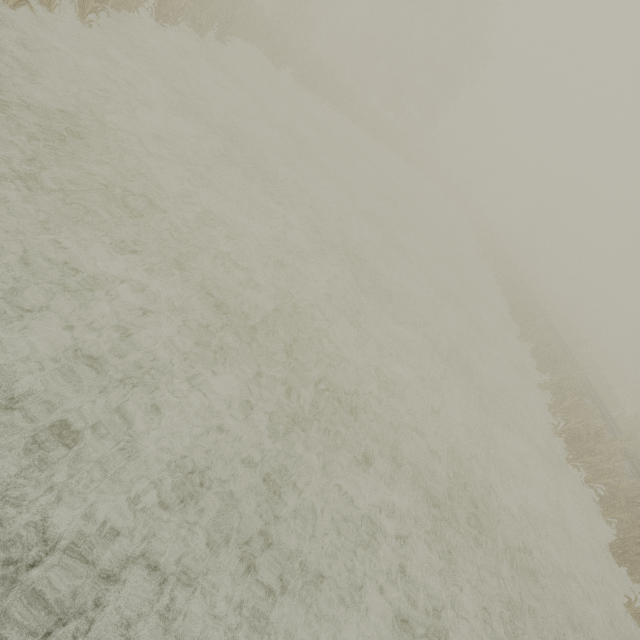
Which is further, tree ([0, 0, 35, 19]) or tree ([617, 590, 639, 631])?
tree ([617, 590, 639, 631])

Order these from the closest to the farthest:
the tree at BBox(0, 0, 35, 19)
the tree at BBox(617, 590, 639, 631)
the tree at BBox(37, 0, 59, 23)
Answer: the tree at BBox(0, 0, 35, 19) → the tree at BBox(37, 0, 59, 23) → the tree at BBox(617, 590, 639, 631)

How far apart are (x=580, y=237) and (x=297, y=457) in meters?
68.0

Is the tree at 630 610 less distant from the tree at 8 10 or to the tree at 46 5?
the tree at 8 10

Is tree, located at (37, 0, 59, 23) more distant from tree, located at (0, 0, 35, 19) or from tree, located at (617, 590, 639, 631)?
tree, located at (617, 590, 639, 631)

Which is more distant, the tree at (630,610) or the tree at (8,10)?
the tree at (630,610)
